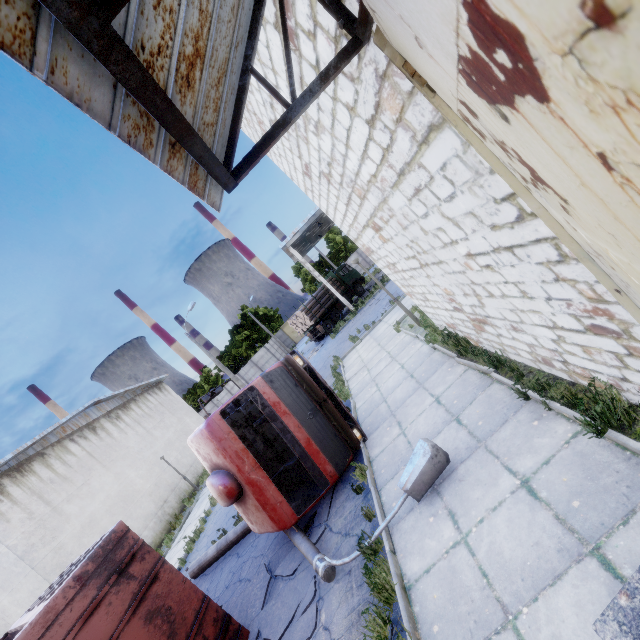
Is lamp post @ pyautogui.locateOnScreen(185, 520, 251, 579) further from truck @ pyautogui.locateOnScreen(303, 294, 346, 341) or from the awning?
truck @ pyautogui.locateOnScreen(303, 294, 346, 341)

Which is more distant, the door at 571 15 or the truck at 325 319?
the truck at 325 319

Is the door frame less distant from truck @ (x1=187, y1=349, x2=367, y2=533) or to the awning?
the awning

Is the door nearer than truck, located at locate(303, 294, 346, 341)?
Yes

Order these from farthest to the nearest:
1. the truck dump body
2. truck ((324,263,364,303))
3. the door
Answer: truck ((324,263,364,303)) < the truck dump body < the door

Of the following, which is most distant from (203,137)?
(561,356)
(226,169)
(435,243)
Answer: (561,356)

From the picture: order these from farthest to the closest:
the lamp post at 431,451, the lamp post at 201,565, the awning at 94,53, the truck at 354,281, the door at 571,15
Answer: the truck at 354,281
the lamp post at 201,565
the lamp post at 431,451
the awning at 94,53
the door at 571,15

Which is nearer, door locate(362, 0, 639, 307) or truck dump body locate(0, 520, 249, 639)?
door locate(362, 0, 639, 307)
